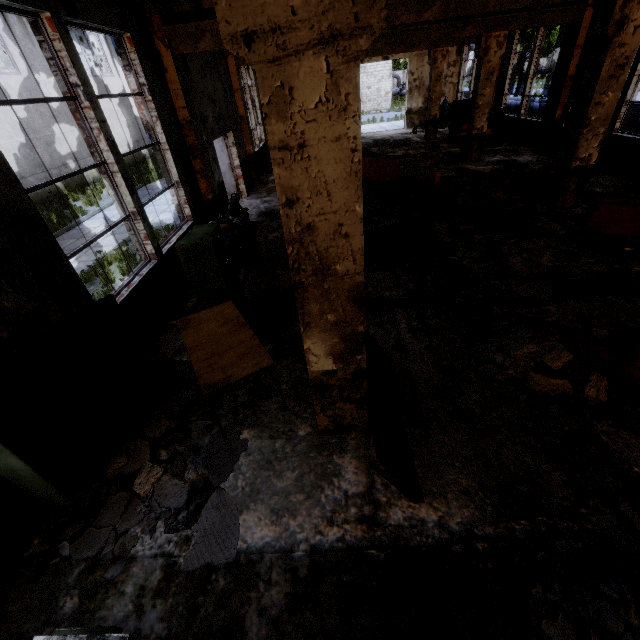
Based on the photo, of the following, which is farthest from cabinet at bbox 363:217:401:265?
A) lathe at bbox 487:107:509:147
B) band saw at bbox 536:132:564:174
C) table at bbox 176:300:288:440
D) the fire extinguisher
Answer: lathe at bbox 487:107:509:147

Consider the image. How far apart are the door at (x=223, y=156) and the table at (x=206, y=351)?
8.70m

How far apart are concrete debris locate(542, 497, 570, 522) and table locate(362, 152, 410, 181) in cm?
1102

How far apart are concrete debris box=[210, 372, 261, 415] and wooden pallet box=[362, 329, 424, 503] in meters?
1.5

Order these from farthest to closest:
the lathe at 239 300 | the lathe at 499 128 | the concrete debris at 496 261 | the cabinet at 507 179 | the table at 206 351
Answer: the lathe at 499 128
the cabinet at 507 179
the concrete debris at 496 261
the lathe at 239 300
the table at 206 351

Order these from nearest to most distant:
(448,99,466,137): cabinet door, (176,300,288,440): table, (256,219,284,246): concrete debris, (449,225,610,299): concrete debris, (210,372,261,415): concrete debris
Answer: (176,300,288,440): table, (210,372,261,415): concrete debris, (449,225,610,299): concrete debris, (256,219,284,246): concrete debris, (448,99,466,137): cabinet door

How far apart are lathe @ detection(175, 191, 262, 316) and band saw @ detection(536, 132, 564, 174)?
9.5m

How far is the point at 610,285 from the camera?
5.35m
